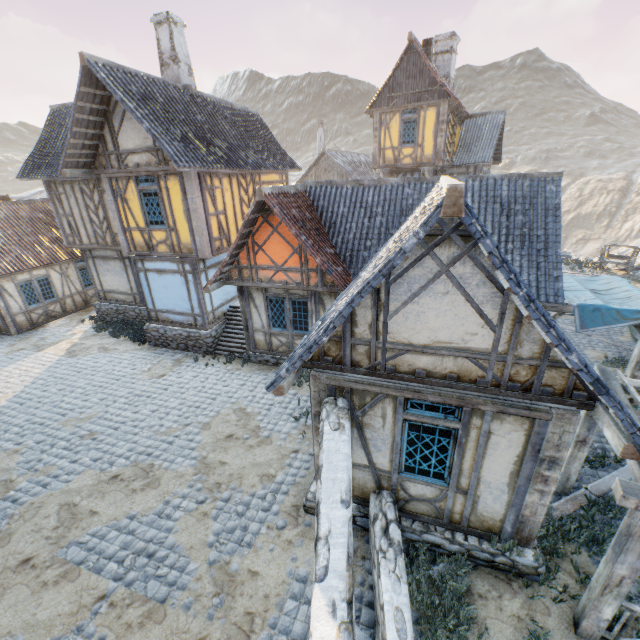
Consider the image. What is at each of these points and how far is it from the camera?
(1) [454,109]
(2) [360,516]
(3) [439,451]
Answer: (1) wooden structure, 17.7m
(2) stone foundation, 6.4m
(3) building, 5.5m

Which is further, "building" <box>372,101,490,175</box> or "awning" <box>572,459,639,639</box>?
"building" <box>372,101,490,175</box>

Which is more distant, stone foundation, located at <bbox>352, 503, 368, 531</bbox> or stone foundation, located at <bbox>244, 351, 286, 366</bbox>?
stone foundation, located at <bbox>244, 351, 286, 366</bbox>

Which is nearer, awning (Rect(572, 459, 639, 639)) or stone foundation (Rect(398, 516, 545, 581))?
awning (Rect(572, 459, 639, 639))

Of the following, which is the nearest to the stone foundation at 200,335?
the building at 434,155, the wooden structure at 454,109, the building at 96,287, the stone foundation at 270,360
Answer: the building at 96,287

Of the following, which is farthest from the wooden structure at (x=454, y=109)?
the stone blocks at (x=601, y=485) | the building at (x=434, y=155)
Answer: the stone blocks at (x=601, y=485)

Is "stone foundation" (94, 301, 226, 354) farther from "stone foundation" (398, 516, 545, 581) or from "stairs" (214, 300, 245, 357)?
"stone foundation" (398, 516, 545, 581)

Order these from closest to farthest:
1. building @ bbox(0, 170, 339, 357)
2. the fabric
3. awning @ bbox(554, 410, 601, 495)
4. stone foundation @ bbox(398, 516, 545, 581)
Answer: stone foundation @ bbox(398, 516, 545, 581) < awning @ bbox(554, 410, 601, 495) < the fabric < building @ bbox(0, 170, 339, 357)
